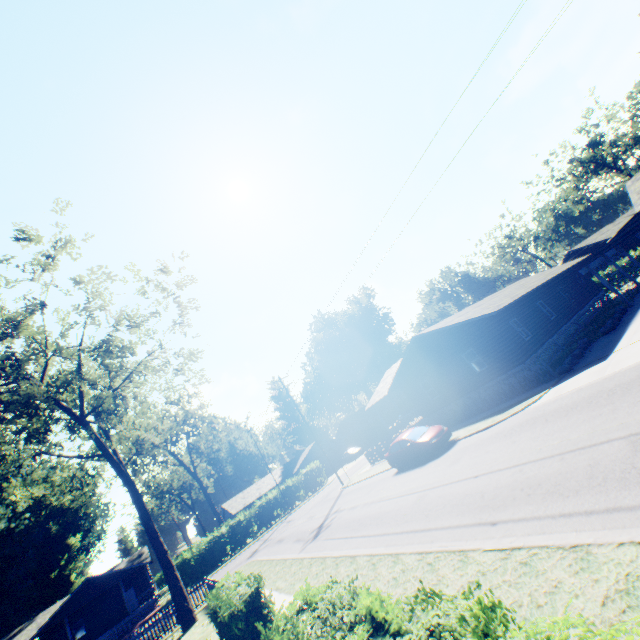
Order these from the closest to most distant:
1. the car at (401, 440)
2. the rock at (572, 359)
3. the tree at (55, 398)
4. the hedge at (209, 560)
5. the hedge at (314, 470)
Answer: the rock at (572, 359)
the tree at (55, 398)
the car at (401, 440)
the hedge at (209, 560)
the hedge at (314, 470)

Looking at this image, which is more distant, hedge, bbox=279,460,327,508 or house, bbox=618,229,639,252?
hedge, bbox=279,460,327,508

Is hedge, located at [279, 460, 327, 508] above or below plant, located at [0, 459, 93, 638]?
below

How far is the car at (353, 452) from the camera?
48.38m

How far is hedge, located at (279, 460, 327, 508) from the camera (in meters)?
40.47

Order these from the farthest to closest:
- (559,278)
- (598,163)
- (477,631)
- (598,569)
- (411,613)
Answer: (598,163)
(559,278)
(598,569)
(411,613)
(477,631)

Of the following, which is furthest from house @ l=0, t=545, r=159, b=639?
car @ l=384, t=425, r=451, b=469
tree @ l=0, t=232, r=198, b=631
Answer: car @ l=384, t=425, r=451, b=469

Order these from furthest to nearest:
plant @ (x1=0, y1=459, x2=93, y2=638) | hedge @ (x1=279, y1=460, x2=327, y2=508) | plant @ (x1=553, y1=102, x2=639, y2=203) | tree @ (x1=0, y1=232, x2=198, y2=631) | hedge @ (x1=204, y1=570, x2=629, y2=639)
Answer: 1. plant @ (x1=553, y1=102, x2=639, y2=203)
2. plant @ (x1=0, y1=459, x2=93, y2=638)
3. hedge @ (x1=279, y1=460, x2=327, y2=508)
4. tree @ (x1=0, y1=232, x2=198, y2=631)
5. hedge @ (x1=204, y1=570, x2=629, y2=639)
